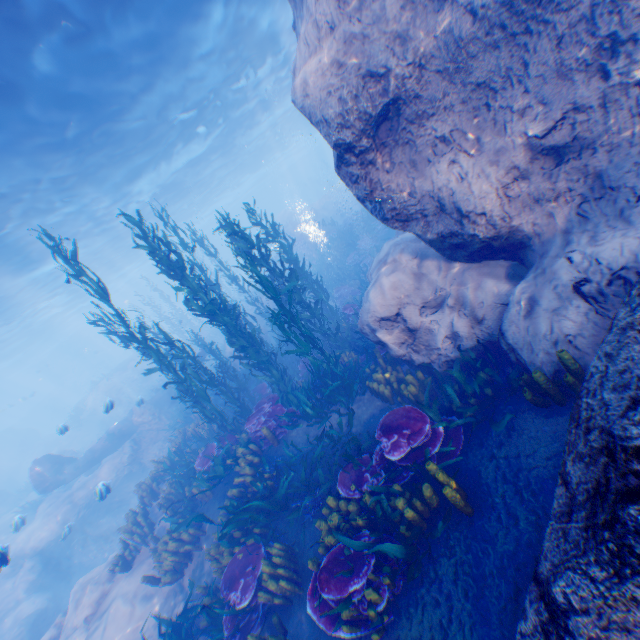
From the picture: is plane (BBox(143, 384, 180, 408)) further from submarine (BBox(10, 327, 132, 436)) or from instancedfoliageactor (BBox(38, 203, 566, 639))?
submarine (BBox(10, 327, 132, 436))

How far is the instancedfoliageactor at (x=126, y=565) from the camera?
9.4m

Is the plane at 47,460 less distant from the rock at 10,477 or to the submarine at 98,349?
the rock at 10,477

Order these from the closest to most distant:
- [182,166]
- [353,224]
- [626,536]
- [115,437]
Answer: [626,536] → [115,437] → [353,224] → [182,166]

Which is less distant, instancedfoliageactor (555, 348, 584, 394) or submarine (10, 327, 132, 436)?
instancedfoliageactor (555, 348, 584, 394)

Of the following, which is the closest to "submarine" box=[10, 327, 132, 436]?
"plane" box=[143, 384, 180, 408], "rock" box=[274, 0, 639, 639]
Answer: "rock" box=[274, 0, 639, 639]

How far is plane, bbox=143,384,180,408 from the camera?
19.62m
